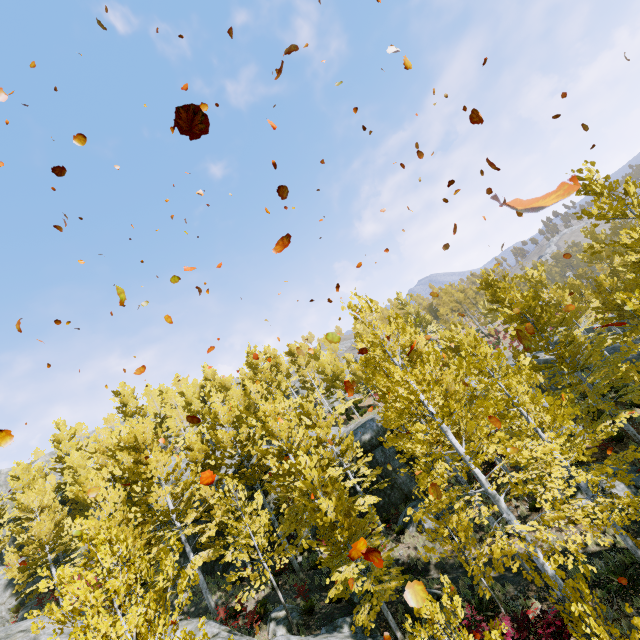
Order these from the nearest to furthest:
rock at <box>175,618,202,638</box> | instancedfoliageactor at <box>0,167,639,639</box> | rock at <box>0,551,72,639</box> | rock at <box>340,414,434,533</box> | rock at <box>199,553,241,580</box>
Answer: instancedfoliageactor at <box>0,167,639,639</box>, rock at <box>175,618,202,638</box>, rock at <box>0,551,72,639</box>, rock at <box>340,414,434,533</box>, rock at <box>199,553,241,580</box>

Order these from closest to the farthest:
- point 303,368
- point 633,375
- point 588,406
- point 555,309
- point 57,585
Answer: point 57,585 < point 633,375 < point 588,406 < point 555,309 < point 303,368

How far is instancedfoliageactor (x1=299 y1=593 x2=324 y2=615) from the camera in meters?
13.8

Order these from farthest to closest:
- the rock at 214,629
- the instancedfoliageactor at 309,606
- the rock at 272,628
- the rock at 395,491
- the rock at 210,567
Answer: the rock at 210,567 → the rock at 395,491 → the instancedfoliageactor at 309,606 → the rock at 214,629 → the rock at 272,628

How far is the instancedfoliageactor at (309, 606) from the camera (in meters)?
13.81

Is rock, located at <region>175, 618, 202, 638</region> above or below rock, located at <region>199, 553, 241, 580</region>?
below

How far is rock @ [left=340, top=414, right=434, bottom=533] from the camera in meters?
18.4
